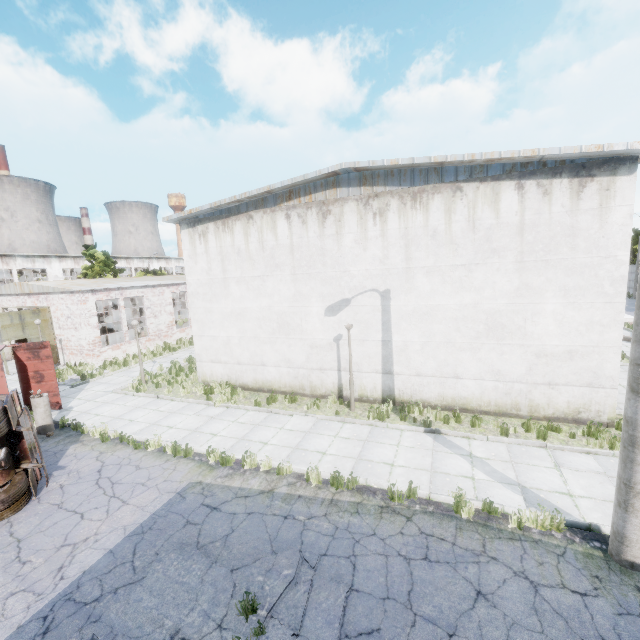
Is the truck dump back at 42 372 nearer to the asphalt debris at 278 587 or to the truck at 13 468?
the truck at 13 468

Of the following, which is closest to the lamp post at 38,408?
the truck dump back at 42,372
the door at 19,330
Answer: the truck dump back at 42,372

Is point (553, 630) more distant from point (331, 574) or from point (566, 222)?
point (566, 222)

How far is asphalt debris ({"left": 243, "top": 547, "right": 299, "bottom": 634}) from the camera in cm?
515

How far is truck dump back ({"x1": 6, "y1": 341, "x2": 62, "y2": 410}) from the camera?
13.30m

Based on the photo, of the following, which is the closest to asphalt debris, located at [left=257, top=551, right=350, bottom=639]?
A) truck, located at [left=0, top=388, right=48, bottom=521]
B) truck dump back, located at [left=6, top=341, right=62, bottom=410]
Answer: truck, located at [left=0, top=388, right=48, bottom=521]

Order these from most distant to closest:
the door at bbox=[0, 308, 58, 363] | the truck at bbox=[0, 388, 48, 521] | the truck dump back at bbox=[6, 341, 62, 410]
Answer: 1. the door at bbox=[0, 308, 58, 363]
2. the truck dump back at bbox=[6, 341, 62, 410]
3. the truck at bbox=[0, 388, 48, 521]

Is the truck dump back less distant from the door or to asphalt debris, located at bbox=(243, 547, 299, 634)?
the door
